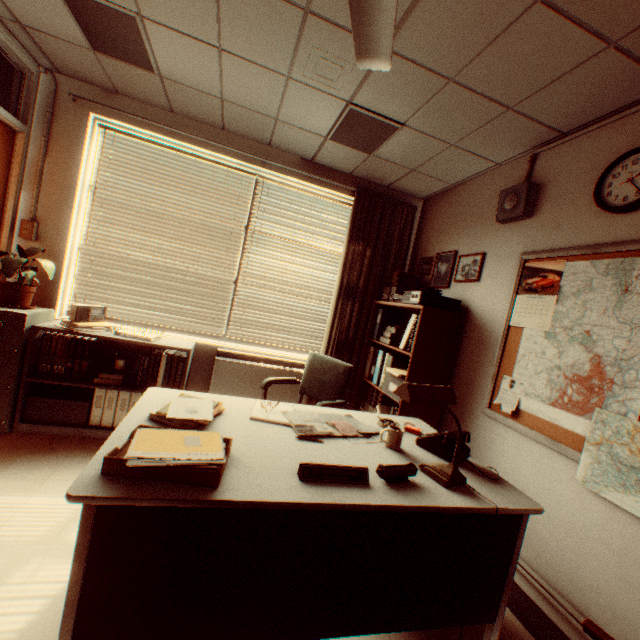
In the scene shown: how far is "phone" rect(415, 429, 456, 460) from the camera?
2.0m

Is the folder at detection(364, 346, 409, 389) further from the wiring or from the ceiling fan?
the ceiling fan

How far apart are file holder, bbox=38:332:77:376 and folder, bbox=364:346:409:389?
3.27m

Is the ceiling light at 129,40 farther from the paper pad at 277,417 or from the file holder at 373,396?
the file holder at 373,396

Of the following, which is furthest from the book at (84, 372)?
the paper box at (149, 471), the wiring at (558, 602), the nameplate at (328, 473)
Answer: the wiring at (558, 602)

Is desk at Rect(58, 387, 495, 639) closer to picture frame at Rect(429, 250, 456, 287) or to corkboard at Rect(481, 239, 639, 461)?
corkboard at Rect(481, 239, 639, 461)

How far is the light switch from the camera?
3.3m

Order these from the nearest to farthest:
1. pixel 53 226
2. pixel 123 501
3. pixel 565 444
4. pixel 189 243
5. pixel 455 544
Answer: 1. pixel 123 501
2. pixel 455 544
3. pixel 565 444
4. pixel 53 226
5. pixel 189 243
